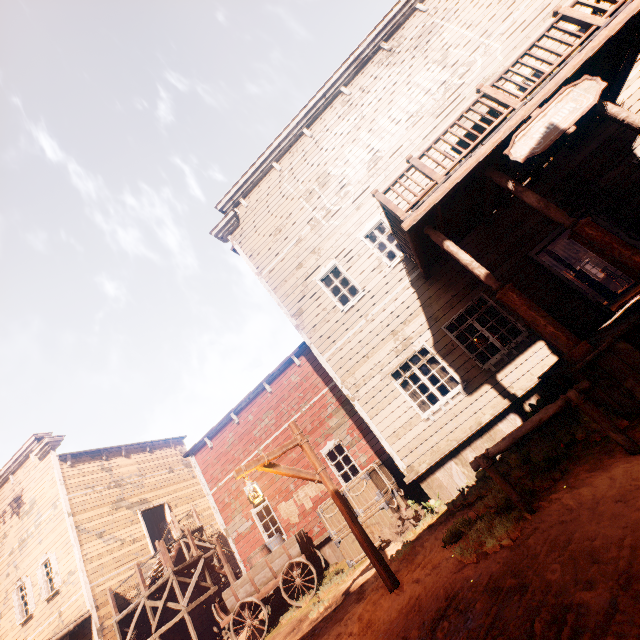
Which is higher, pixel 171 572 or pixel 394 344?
pixel 394 344

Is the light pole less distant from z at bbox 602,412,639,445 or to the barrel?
z at bbox 602,412,639,445

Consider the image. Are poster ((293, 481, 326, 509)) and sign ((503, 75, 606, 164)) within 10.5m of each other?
no

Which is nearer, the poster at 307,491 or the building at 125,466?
the building at 125,466

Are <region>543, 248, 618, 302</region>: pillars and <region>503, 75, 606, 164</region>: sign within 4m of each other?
no

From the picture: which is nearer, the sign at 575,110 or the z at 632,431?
the z at 632,431

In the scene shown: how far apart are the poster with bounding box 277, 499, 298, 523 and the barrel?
0.91m

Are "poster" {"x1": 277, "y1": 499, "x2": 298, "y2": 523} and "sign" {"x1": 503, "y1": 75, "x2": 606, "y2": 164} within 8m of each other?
no
